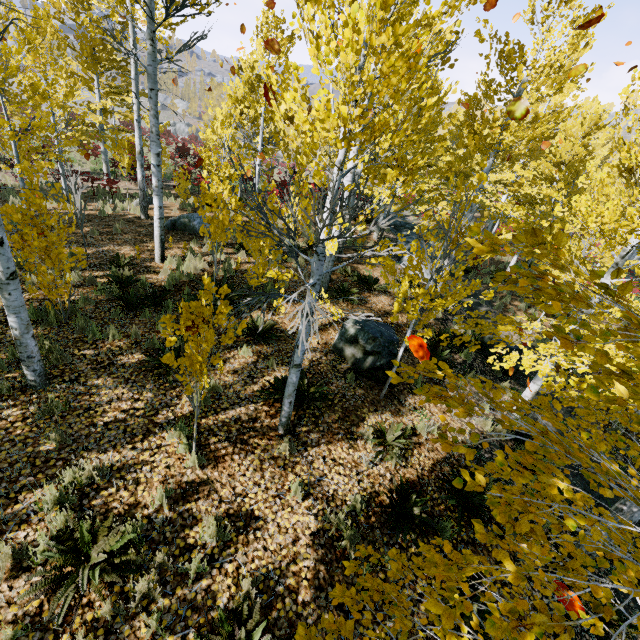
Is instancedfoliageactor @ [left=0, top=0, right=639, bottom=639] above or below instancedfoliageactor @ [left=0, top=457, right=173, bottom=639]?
above

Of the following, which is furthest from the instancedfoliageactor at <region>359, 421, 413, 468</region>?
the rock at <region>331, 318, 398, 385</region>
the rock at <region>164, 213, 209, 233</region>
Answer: the rock at <region>331, 318, 398, 385</region>

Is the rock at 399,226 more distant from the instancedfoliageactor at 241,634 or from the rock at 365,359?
the rock at 365,359

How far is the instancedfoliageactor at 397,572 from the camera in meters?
2.3 m

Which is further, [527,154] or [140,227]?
[527,154]

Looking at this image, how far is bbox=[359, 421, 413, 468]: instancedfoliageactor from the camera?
5.2 meters

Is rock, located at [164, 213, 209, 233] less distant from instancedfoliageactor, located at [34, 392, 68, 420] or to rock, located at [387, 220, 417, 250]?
instancedfoliageactor, located at [34, 392, 68, 420]
